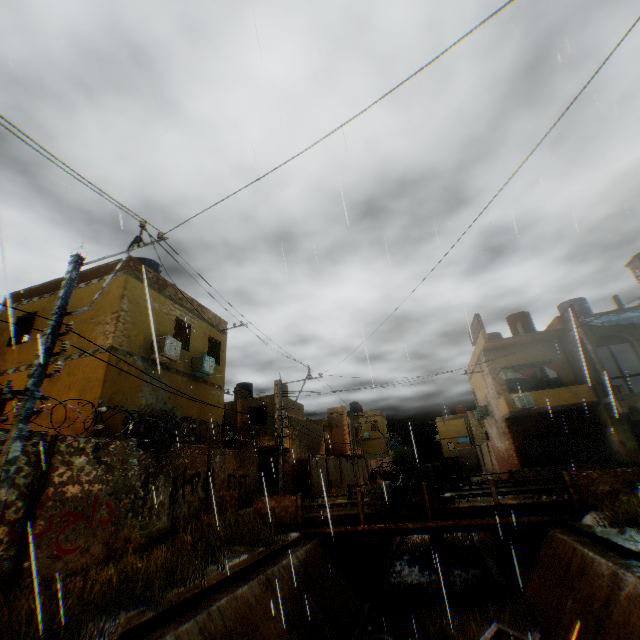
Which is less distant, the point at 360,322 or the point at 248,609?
the point at 360,322

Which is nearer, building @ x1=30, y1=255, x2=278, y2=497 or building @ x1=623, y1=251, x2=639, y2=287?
building @ x1=30, y1=255, x2=278, y2=497

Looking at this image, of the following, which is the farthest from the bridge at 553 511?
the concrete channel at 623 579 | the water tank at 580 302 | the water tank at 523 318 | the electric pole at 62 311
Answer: the water tank at 523 318

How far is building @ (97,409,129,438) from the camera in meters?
10.3

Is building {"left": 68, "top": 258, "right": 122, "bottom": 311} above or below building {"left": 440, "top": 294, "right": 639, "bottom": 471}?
above

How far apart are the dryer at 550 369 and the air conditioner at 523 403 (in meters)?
1.42

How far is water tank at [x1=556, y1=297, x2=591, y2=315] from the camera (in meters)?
20.70

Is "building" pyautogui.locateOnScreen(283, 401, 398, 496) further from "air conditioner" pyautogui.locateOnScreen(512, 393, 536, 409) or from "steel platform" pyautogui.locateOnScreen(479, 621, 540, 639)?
"steel platform" pyautogui.locateOnScreen(479, 621, 540, 639)
